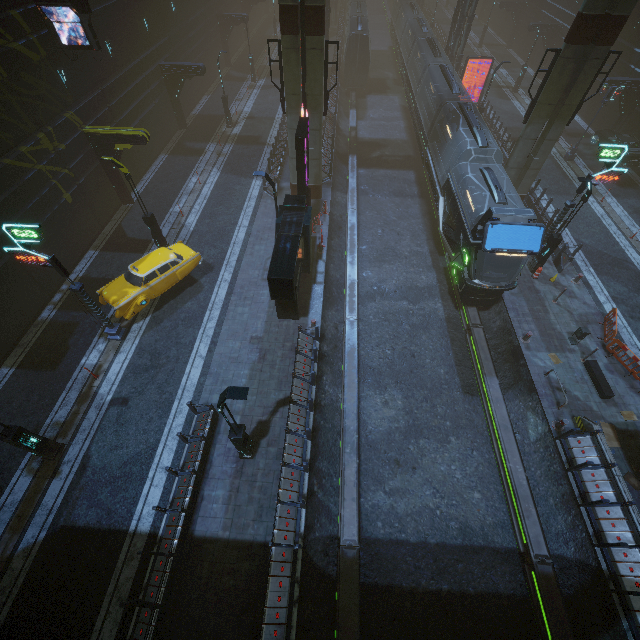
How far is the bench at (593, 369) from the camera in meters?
14.1

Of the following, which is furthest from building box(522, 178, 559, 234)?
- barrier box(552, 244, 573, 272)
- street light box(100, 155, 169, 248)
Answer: street light box(100, 155, 169, 248)

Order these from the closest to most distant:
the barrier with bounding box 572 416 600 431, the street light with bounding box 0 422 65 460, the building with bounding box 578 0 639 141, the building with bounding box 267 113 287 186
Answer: the street light with bounding box 0 422 65 460 → the barrier with bounding box 572 416 600 431 → the building with bounding box 267 113 287 186 → the building with bounding box 578 0 639 141

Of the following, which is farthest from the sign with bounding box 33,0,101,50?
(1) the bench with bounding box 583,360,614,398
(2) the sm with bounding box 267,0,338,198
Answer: (1) the bench with bounding box 583,360,614,398

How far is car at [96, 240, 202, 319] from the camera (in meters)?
15.41

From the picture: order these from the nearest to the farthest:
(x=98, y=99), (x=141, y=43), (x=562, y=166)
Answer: (x=98, y=99) → (x=141, y=43) → (x=562, y=166)

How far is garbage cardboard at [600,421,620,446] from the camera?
13.1m

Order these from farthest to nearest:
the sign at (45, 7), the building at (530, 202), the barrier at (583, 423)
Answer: the building at (530, 202), the sign at (45, 7), the barrier at (583, 423)
